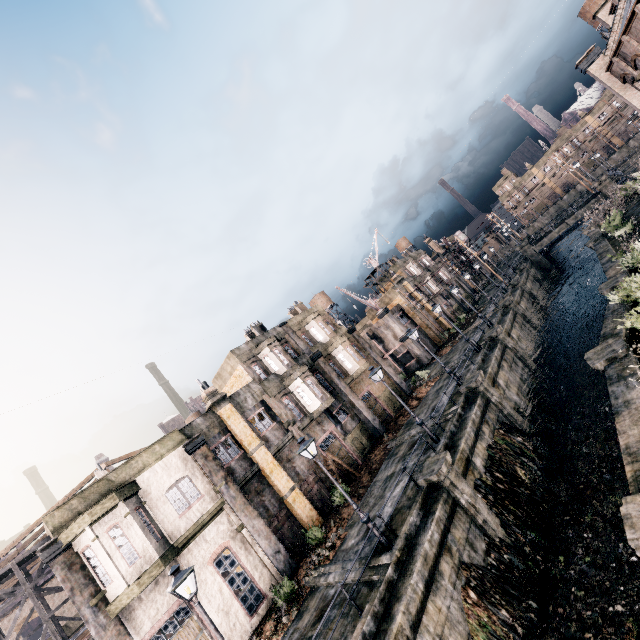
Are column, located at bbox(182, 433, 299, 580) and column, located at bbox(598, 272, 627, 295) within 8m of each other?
no

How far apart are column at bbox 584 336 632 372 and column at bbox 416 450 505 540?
7.3m

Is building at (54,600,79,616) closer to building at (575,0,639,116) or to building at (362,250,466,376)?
building at (362,250,466,376)

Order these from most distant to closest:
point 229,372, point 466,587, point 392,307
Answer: point 392,307, point 229,372, point 466,587

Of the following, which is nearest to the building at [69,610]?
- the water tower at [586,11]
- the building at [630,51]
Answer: the building at [630,51]

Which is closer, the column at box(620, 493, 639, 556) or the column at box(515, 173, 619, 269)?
the column at box(620, 493, 639, 556)

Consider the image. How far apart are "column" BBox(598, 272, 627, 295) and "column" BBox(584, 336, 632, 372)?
6.7m

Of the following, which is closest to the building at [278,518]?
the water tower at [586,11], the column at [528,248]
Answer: the column at [528,248]
